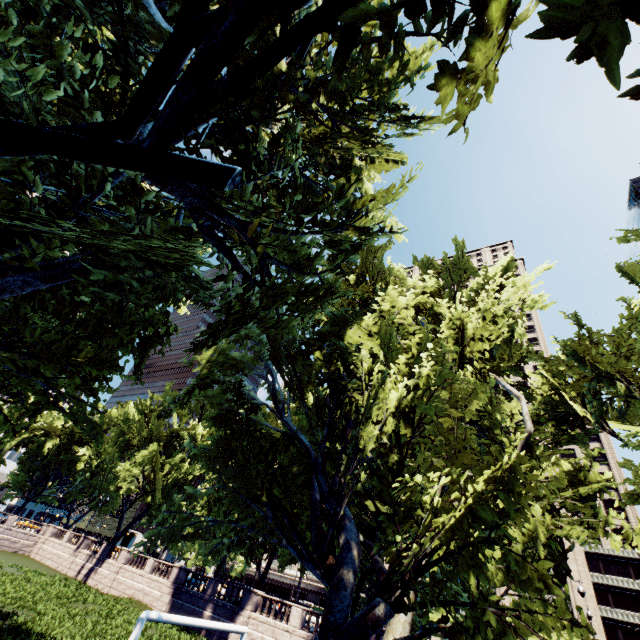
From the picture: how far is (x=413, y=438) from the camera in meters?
8.8 m

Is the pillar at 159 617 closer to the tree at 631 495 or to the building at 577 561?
the tree at 631 495

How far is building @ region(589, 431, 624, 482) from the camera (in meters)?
54.38

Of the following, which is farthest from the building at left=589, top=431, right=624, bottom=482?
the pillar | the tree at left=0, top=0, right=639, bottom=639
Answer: the pillar

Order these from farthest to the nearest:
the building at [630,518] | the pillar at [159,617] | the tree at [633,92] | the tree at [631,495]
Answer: the building at [630,518]
the pillar at [159,617]
the tree at [631,495]
the tree at [633,92]

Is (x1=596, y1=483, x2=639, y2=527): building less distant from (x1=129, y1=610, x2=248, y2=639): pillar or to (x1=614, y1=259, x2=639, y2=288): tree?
(x1=614, y1=259, x2=639, y2=288): tree

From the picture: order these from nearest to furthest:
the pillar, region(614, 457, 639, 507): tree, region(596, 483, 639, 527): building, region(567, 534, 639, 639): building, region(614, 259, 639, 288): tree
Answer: region(614, 457, 639, 507): tree
the pillar
region(614, 259, 639, 288): tree
region(567, 534, 639, 639): building
region(596, 483, 639, 527): building
